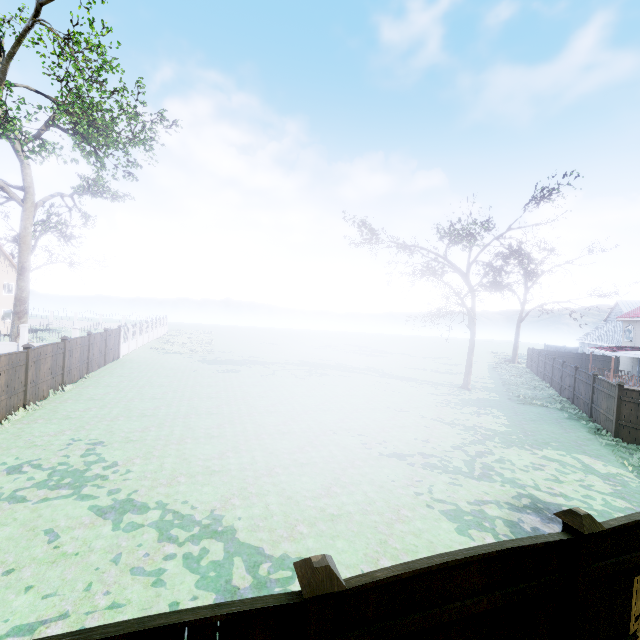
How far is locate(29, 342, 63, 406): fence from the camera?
13.0m

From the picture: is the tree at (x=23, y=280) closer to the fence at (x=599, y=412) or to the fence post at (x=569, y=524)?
the fence at (x=599, y=412)

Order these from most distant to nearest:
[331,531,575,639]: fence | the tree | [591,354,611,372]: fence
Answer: [591,354,611,372]: fence → the tree → [331,531,575,639]: fence

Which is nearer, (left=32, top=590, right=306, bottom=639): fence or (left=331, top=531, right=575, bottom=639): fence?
(left=32, top=590, right=306, bottom=639): fence

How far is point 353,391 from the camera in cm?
1950

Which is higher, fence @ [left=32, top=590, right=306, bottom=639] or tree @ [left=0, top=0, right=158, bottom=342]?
tree @ [left=0, top=0, right=158, bottom=342]

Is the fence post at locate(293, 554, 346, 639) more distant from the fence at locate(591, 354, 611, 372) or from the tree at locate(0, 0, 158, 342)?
the tree at locate(0, 0, 158, 342)
